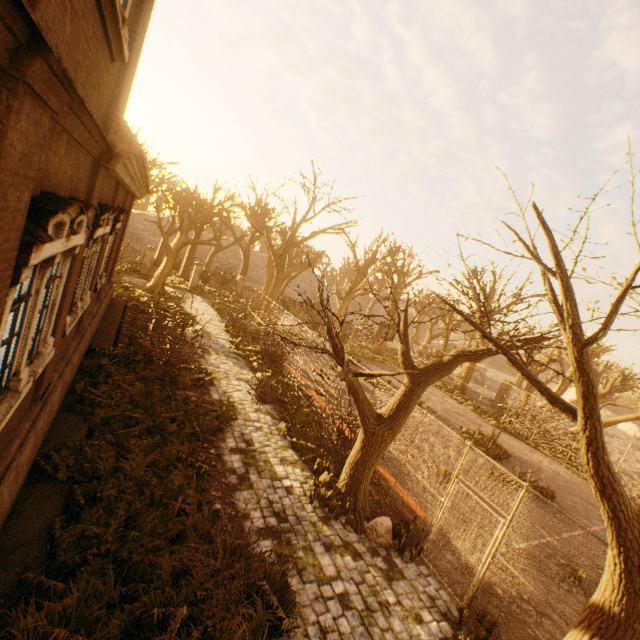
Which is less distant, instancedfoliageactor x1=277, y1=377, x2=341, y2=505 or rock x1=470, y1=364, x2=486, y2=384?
instancedfoliageactor x1=277, y1=377, x2=341, y2=505

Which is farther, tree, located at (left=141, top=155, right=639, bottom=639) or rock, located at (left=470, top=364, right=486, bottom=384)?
rock, located at (left=470, top=364, right=486, bottom=384)

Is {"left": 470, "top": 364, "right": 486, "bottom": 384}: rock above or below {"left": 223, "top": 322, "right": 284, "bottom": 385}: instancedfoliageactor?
above

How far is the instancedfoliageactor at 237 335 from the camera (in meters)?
14.70

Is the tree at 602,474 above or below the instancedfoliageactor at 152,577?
above

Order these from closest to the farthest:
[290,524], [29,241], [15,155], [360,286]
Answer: [15,155], [29,241], [290,524], [360,286]

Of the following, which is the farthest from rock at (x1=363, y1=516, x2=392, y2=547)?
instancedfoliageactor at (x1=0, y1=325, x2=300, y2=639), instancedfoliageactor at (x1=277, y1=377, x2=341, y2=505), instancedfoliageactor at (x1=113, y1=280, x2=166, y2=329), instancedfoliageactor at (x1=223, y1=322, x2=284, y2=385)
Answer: instancedfoliageactor at (x1=113, y1=280, x2=166, y2=329)

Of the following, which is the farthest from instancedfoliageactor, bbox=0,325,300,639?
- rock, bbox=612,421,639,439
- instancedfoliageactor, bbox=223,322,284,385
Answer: rock, bbox=612,421,639,439
